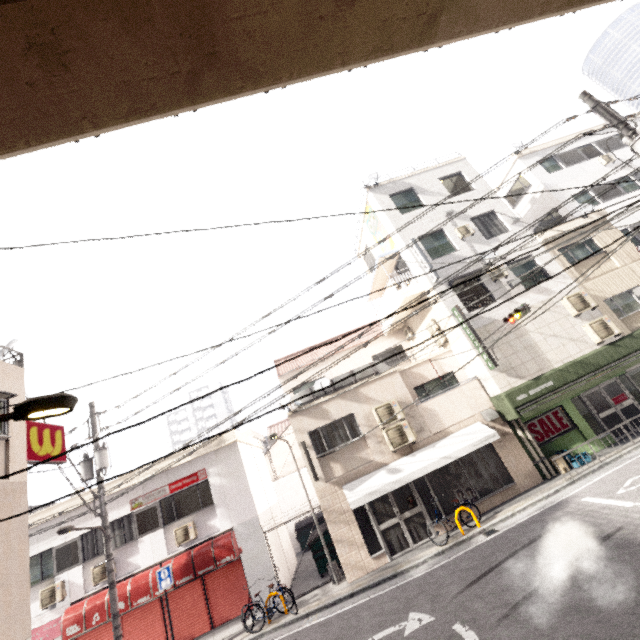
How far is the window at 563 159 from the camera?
19.1m

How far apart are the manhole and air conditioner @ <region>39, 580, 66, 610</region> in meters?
15.6

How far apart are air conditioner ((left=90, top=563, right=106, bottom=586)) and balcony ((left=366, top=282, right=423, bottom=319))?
15.5 meters

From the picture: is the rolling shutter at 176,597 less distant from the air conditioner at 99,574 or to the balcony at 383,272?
the air conditioner at 99,574

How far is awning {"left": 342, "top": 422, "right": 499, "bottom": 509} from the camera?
11.1 meters

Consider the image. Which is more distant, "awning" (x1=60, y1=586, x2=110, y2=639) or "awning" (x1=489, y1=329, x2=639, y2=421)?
Result: "awning" (x1=489, y1=329, x2=639, y2=421)

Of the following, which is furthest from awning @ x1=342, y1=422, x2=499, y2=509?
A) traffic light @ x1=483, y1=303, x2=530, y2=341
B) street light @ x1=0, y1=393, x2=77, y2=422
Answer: street light @ x1=0, y1=393, x2=77, y2=422

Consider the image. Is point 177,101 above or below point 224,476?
above
